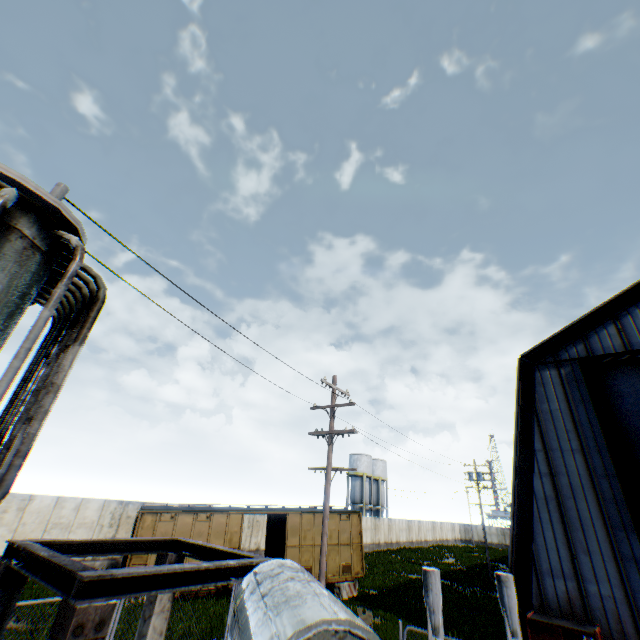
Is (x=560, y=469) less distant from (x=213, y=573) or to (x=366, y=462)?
(x=213, y=573)

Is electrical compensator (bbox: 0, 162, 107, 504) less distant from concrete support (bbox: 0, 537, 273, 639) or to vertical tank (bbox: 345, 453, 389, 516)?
concrete support (bbox: 0, 537, 273, 639)

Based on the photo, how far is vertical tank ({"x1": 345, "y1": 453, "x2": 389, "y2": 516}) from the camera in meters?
52.4

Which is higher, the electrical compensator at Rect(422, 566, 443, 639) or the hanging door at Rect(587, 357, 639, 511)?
the hanging door at Rect(587, 357, 639, 511)

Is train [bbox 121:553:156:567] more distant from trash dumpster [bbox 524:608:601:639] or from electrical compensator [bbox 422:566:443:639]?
electrical compensator [bbox 422:566:443:639]

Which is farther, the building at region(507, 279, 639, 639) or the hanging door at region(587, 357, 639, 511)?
the hanging door at region(587, 357, 639, 511)

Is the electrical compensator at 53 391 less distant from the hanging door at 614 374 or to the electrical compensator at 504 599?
the electrical compensator at 504 599

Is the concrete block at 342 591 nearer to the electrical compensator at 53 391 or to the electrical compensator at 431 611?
the electrical compensator at 431 611
